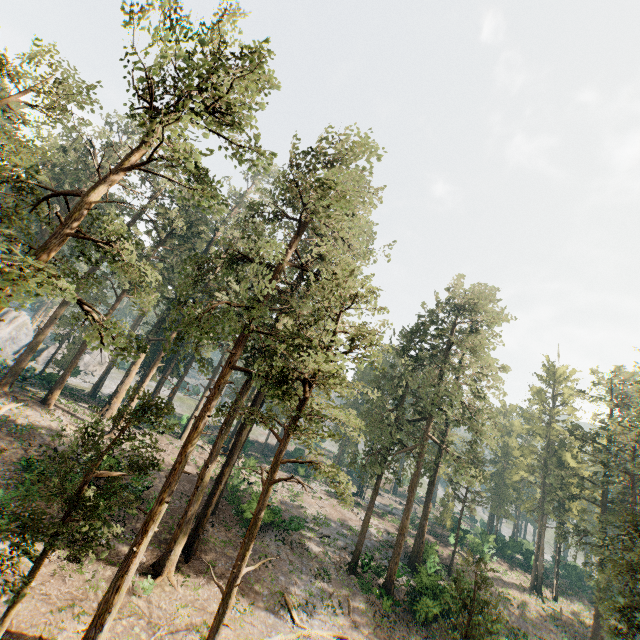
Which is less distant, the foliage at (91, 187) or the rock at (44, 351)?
the foliage at (91, 187)

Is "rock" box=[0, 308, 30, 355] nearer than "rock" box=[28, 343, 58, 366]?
No

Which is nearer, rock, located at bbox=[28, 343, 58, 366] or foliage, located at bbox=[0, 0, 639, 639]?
foliage, located at bbox=[0, 0, 639, 639]

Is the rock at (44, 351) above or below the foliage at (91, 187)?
below

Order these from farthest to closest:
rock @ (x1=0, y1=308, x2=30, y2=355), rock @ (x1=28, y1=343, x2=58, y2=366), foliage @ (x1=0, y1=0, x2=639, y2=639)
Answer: rock @ (x1=0, y1=308, x2=30, y2=355) → rock @ (x1=28, y1=343, x2=58, y2=366) → foliage @ (x1=0, y1=0, x2=639, y2=639)

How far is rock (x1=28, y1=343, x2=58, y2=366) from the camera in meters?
53.0

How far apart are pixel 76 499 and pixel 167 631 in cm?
869
